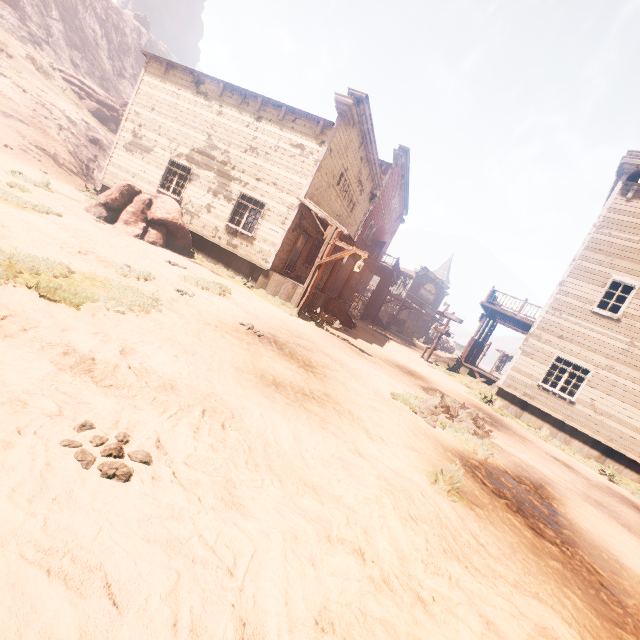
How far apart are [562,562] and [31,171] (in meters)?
21.19

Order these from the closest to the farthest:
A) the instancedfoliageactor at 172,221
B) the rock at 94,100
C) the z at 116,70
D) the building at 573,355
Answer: the z at 116,70 < the instancedfoliageactor at 172,221 < the building at 573,355 < the rock at 94,100

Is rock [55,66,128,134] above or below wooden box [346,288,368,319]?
above

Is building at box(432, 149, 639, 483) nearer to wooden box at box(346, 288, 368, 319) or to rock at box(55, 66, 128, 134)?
wooden box at box(346, 288, 368, 319)

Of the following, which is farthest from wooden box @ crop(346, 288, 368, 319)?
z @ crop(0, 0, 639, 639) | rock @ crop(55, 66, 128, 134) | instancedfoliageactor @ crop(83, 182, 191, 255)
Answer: rock @ crop(55, 66, 128, 134)

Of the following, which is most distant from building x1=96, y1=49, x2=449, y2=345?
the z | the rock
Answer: the rock

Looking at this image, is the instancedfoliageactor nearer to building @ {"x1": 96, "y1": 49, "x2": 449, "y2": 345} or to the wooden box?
building @ {"x1": 96, "y1": 49, "x2": 449, "y2": 345}

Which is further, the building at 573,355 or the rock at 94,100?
the rock at 94,100
